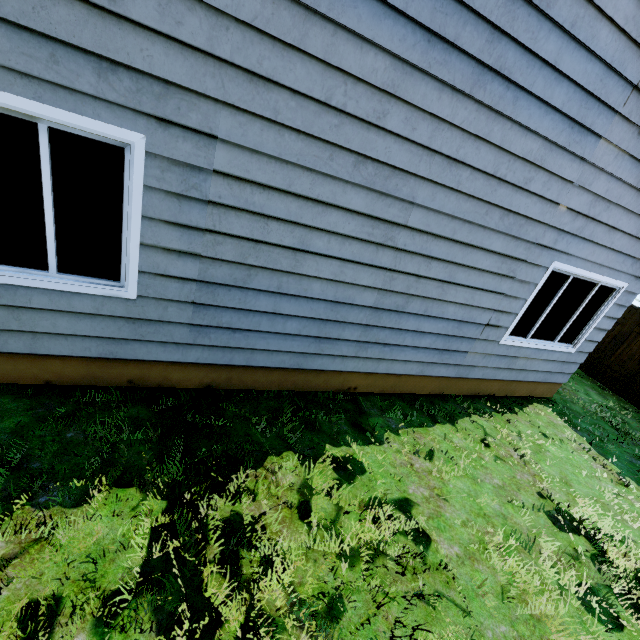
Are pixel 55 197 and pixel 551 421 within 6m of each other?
no
